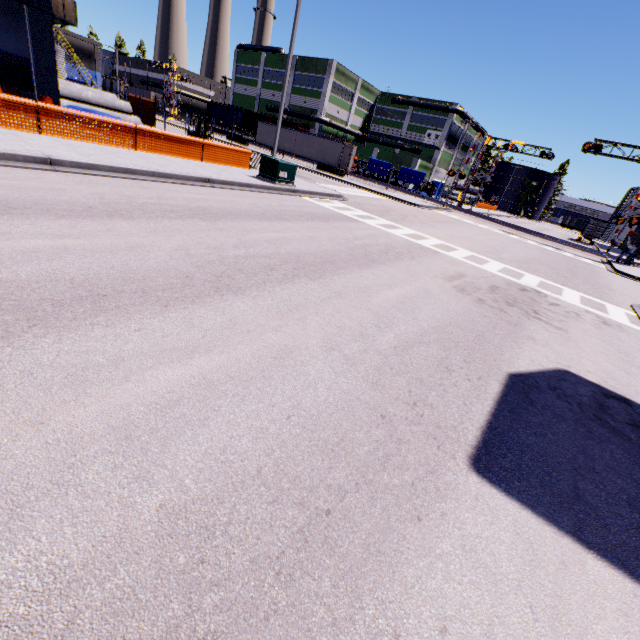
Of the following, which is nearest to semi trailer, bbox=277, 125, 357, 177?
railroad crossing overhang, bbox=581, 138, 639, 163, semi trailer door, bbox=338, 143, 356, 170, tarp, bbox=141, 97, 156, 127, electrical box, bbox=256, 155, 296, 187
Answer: semi trailer door, bbox=338, 143, 356, 170

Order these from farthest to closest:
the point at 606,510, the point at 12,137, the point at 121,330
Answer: the point at 12,137 → the point at 121,330 → the point at 606,510

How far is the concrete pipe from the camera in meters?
20.3 m

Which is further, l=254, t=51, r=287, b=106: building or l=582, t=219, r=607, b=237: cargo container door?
l=254, t=51, r=287, b=106: building

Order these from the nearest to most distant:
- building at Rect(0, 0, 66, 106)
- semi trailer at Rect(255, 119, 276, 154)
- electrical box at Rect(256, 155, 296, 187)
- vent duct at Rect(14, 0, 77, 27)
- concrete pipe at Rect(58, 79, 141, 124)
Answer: vent duct at Rect(14, 0, 77, 27) → building at Rect(0, 0, 66, 106) → electrical box at Rect(256, 155, 296, 187) → concrete pipe at Rect(58, 79, 141, 124) → semi trailer at Rect(255, 119, 276, 154)

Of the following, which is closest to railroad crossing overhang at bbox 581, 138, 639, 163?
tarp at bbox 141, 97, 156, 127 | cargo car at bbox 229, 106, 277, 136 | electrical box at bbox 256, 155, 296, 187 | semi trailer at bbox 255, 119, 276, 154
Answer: semi trailer at bbox 255, 119, 276, 154

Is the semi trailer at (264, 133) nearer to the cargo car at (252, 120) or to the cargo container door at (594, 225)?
the cargo car at (252, 120)

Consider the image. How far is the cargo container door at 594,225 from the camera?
46.0 meters
